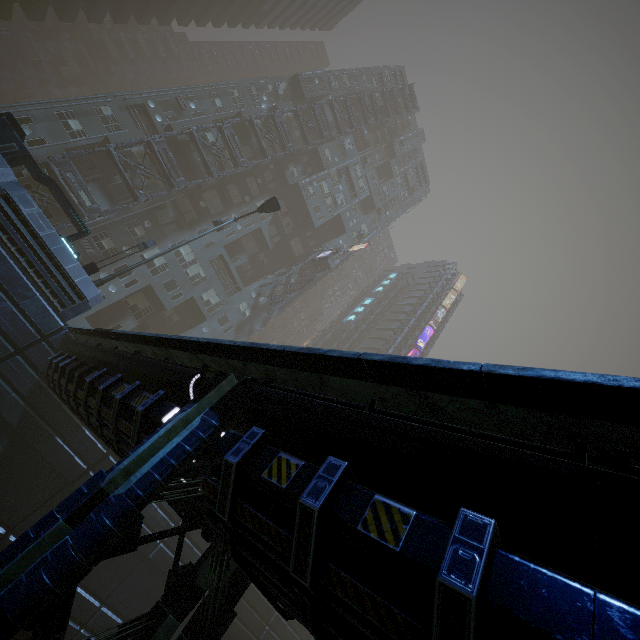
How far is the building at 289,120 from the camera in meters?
40.5 m

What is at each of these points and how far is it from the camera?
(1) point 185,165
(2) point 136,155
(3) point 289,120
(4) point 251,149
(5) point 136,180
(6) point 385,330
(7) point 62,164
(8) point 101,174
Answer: (1) building, 31.89m
(2) building, 27.83m
(3) building, 40.91m
(4) building, 36.56m
(5) building, 27.83m
(6) building, 59.53m
(7) building structure, 23.27m
(8) building, 28.56m

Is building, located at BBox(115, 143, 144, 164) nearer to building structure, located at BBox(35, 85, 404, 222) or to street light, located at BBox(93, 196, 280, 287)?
building structure, located at BBox(35, 85, 404, 222)

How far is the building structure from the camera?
23.91m

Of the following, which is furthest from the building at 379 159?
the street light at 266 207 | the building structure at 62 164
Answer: the street light at 266 207

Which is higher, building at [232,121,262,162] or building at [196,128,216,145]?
building at [232,121,262,162]

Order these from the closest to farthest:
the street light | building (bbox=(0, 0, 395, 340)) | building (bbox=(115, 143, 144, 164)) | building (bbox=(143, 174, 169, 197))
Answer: building (bbox=(0, 0, 395, 340)), the street light, building (bbox=(115, 143, 144, 164)), building (bbox=(143, 174, 169, 197))
